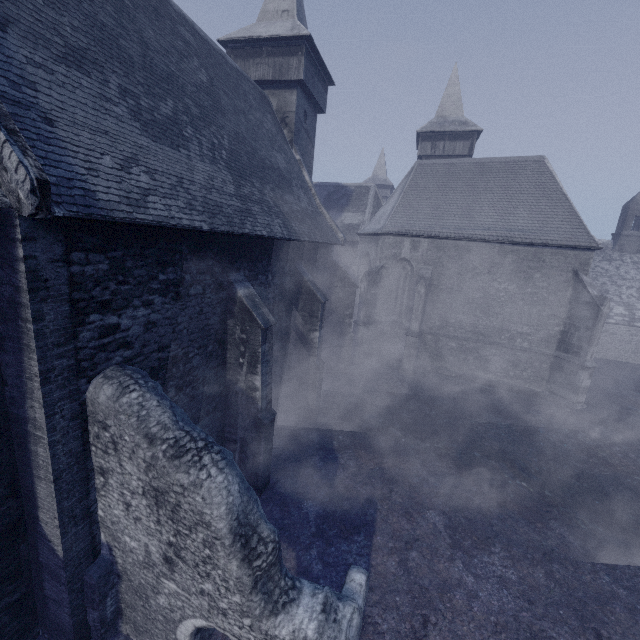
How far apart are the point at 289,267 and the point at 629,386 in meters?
22.0
